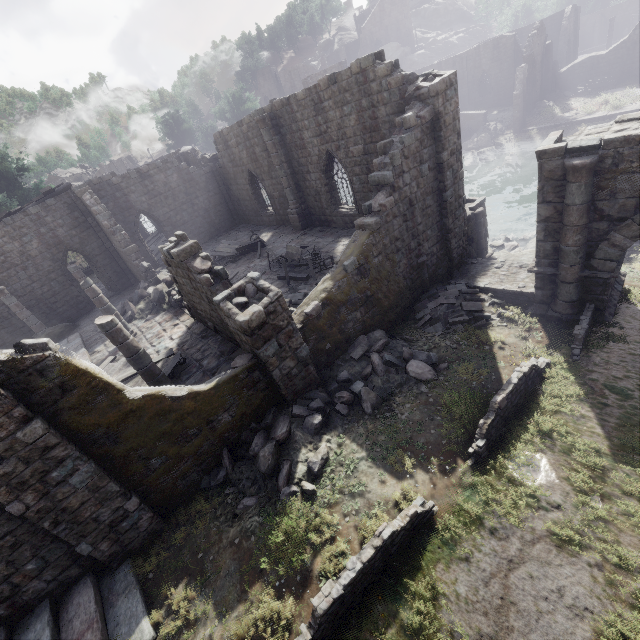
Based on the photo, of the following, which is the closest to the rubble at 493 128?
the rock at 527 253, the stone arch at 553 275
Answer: the stone arch at 553 275

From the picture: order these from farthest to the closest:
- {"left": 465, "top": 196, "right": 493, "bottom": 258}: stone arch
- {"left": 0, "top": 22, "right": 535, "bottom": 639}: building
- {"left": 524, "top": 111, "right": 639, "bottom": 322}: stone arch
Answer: {"left": 465, "top": 196, "right": 493, "bottom": 258}: stone arch, {"left": 524, "top": 111, "right": 639, "bottom": 322}: stone arch, {"left": 0, "top": 22, "right": 535, "bottom": 639}: building

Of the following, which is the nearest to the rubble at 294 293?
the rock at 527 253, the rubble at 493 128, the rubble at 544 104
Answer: the rock at 527 253

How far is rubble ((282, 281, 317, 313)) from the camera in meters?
12.0

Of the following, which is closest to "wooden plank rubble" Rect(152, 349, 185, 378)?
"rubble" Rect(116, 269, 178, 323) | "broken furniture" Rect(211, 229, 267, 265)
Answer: "rubble" Rect(116, 269, 178, 323)

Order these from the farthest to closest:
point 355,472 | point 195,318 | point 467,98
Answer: point 467,98, point 195,318, point 355,472

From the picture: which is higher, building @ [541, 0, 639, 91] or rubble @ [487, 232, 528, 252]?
building @ [541, 0, 639, 91]

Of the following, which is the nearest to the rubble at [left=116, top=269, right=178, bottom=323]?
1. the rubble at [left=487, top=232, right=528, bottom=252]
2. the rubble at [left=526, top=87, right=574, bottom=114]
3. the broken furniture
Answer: the broken furniture
